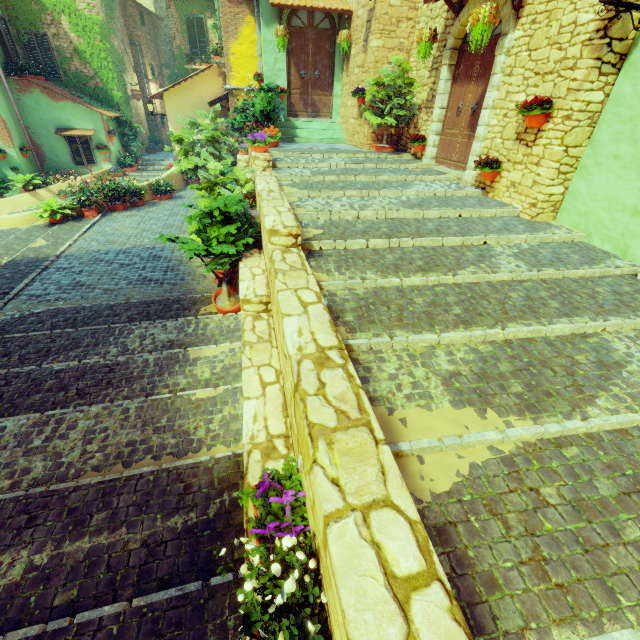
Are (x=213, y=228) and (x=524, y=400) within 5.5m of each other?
yes

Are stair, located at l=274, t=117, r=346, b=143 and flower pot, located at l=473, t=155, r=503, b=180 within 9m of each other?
yes

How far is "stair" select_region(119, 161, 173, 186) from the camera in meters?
15.1

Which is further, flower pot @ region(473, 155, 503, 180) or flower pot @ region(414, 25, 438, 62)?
flower pot @ region(414, 25, 438, 62)

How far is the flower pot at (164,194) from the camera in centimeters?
1266cm

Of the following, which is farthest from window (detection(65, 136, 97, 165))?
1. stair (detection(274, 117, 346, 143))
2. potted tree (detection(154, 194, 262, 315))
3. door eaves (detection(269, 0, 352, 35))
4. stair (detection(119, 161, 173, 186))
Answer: potted tree (detection(154, 194, 262, 315))

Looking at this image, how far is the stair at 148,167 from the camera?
15.1 meters

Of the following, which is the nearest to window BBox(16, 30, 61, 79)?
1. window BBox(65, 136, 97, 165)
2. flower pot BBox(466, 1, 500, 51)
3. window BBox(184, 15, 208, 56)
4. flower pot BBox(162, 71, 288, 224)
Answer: window BBox(65, 136, 97, 165)
